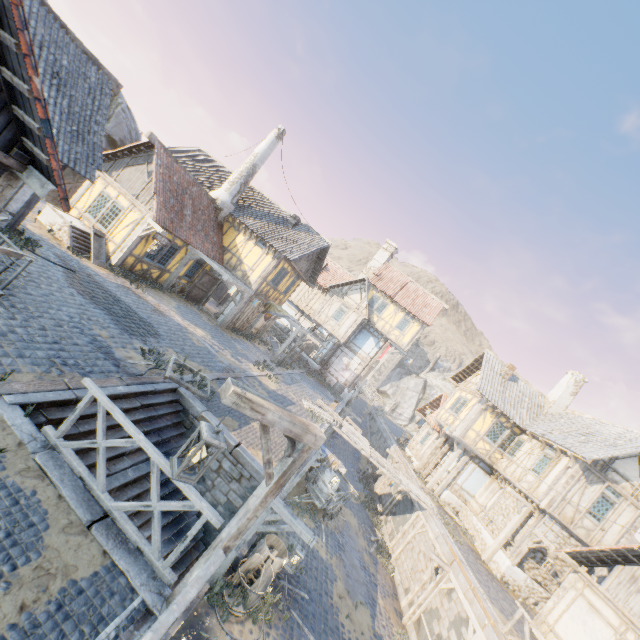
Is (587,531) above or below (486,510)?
above

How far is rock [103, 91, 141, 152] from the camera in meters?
18.6 m

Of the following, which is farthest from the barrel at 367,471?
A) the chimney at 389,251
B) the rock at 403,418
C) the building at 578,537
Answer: the rock at 403,418

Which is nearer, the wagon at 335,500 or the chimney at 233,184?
the wagon at 335,500

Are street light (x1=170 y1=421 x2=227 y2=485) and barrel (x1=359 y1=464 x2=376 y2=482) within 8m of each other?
no

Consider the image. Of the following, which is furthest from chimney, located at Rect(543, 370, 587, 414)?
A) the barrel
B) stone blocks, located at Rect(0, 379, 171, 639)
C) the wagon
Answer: the wagon

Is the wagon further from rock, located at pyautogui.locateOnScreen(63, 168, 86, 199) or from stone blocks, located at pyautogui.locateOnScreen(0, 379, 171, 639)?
rock, located at pyautogui.locateOnScreen(63, 168, 86, 199)

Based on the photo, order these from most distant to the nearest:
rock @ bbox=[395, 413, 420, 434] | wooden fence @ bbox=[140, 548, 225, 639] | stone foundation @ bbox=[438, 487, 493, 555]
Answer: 1. rock @ bbox=[395, 413, 420, 434]
2. stone foundation @ bbox=[438, 487, 493, 555]
3. wooden fence @ bbox=[140, 548, 225, 639]
